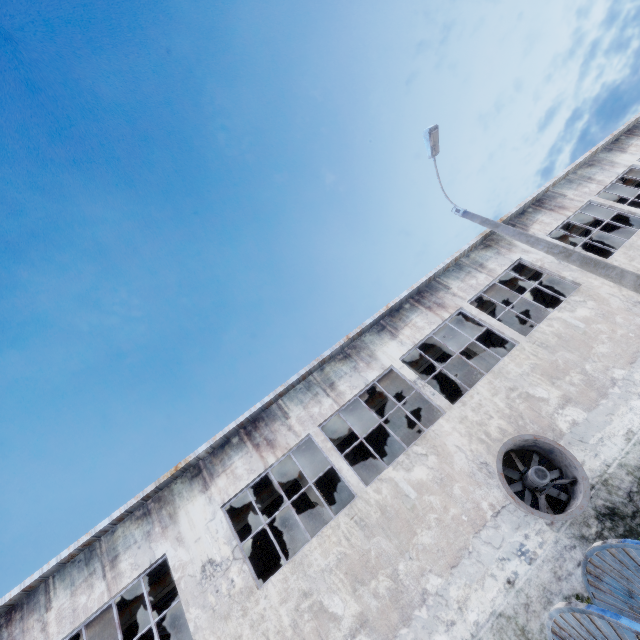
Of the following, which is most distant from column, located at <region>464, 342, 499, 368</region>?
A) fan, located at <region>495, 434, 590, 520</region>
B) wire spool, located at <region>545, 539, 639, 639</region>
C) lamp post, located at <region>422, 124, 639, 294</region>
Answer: wire spool, located at <region>545, 539, 639, 639</region>

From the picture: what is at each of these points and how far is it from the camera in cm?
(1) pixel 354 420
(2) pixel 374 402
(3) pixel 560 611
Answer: (1) beam, 1448
(2) beam, 1483
(3) wire spool, 309

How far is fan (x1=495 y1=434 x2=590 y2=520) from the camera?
8.4m

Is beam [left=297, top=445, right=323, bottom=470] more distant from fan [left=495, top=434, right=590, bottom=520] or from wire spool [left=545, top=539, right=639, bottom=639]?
wire spool [left=545, top=539, right=639, bottom=639]

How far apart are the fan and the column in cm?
404

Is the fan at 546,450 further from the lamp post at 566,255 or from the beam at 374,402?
the beam at 374,402

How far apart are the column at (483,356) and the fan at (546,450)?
4.0 meters

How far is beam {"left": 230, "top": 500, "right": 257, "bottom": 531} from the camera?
12.83m
